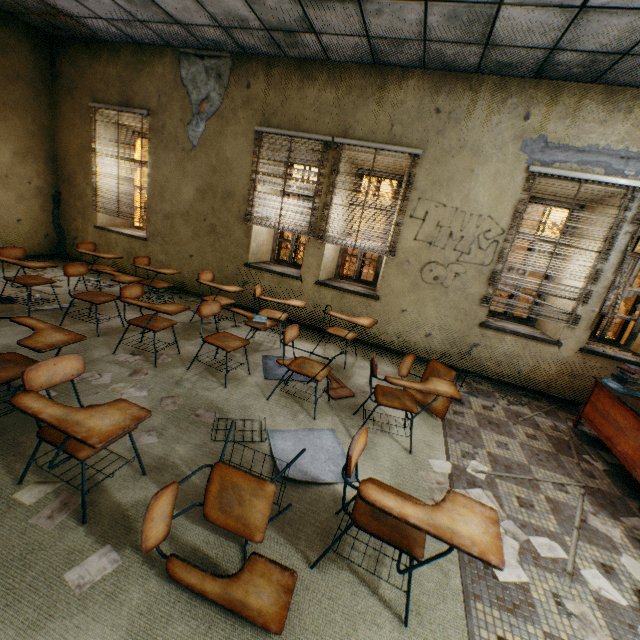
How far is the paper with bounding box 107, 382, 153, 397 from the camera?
3.0 meters

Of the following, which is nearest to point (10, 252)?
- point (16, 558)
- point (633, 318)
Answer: point (16, 558)

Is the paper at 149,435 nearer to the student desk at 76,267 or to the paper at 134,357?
the paper at 134,357

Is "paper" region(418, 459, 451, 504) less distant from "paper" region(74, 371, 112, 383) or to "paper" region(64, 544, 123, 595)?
"paper" region(64, 544, 123, 595)

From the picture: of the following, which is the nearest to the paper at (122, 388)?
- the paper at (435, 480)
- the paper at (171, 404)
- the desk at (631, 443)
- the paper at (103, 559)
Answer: the paper at (171, 404)

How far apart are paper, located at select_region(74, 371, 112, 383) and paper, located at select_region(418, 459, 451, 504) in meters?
2.6

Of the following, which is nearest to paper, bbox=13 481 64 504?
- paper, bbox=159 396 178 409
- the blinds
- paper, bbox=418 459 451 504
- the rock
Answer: paper, bbox=159 396 178 409
